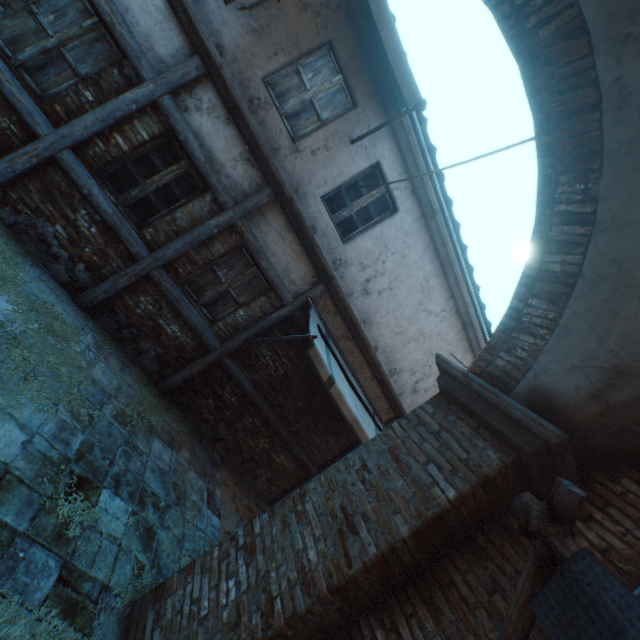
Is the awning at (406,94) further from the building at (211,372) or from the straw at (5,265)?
the straw at (5,265)

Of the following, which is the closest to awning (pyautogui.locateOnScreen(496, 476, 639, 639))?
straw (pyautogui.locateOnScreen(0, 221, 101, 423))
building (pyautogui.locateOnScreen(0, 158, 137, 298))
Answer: straw (pyautogui.locateOnScreen(0, 221, 101, 423))

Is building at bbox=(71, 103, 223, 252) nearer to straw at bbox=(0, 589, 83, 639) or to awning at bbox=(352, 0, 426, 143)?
straw at bbox=(0, 589, 83, 639)

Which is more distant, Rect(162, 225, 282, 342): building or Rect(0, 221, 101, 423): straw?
Rect(162, 225, 282, 342): building

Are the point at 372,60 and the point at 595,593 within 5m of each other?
no

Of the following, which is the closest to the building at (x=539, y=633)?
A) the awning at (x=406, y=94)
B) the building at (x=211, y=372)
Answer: the awning at (x=406, y=94)

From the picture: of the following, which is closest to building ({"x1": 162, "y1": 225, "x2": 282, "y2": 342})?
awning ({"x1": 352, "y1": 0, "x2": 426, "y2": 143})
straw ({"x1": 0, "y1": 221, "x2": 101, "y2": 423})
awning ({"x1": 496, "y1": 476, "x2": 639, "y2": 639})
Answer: awning ({"x1": 352, "y1": 0, "x2": 426, "y2": 143})

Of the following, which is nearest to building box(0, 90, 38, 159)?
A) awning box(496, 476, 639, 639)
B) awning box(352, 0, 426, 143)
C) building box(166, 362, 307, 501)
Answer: awning box(352, 0, 426, 143)
